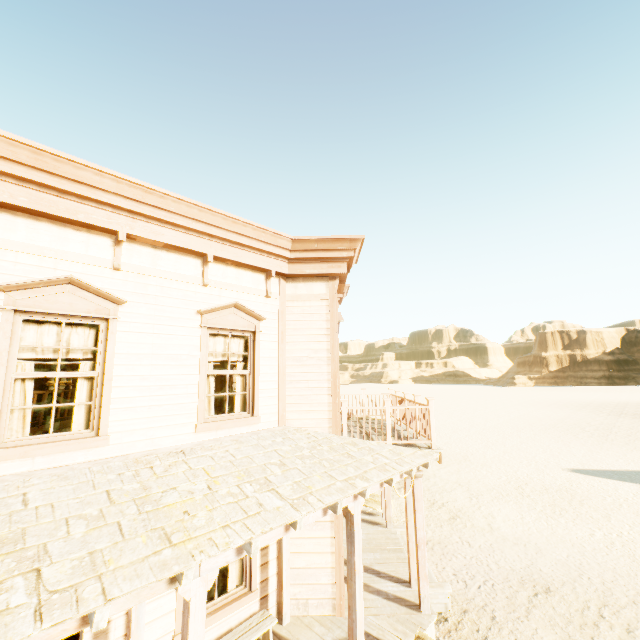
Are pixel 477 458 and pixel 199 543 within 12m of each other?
no

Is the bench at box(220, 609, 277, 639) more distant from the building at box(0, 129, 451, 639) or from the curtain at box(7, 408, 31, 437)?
the curtain at box(7, 408, 31, 437)

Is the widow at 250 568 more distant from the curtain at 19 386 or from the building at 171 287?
the curtain at 19 386

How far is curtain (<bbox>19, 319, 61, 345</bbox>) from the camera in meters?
4.3

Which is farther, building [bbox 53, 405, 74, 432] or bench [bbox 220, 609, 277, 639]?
building [bbox 53, 405, 74, 432]

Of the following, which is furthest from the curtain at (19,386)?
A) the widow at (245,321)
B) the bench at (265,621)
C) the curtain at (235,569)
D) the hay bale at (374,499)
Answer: the hay bale at (374,499)

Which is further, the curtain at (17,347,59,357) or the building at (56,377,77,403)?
the building at (56,377,77,403)

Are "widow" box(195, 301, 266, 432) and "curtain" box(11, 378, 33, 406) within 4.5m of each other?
yes
